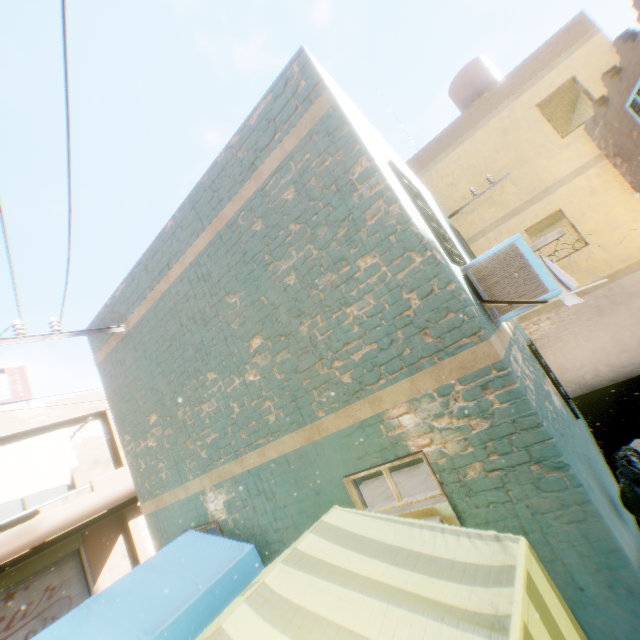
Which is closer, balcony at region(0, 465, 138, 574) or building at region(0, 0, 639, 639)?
building at region(0, 0, 639, 639)

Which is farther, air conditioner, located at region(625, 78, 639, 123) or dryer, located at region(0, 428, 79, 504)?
dryer, located at region(0, 428, 79, 504)

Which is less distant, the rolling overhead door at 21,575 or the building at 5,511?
the rolling overhead door at 21,575

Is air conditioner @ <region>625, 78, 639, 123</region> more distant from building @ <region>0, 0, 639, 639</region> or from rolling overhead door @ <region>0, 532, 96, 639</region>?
rolling overhead door @ <region>0, 532, 96, 639</region>

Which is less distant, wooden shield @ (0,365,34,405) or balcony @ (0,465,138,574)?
balcony @ (0,465,138,574)

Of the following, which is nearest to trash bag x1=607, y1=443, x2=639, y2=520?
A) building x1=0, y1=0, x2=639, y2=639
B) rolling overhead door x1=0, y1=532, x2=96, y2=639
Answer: building x1=0, y1=0, x2=639, y2=639

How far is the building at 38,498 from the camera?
14.85m

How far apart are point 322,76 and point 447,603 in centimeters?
473cm
